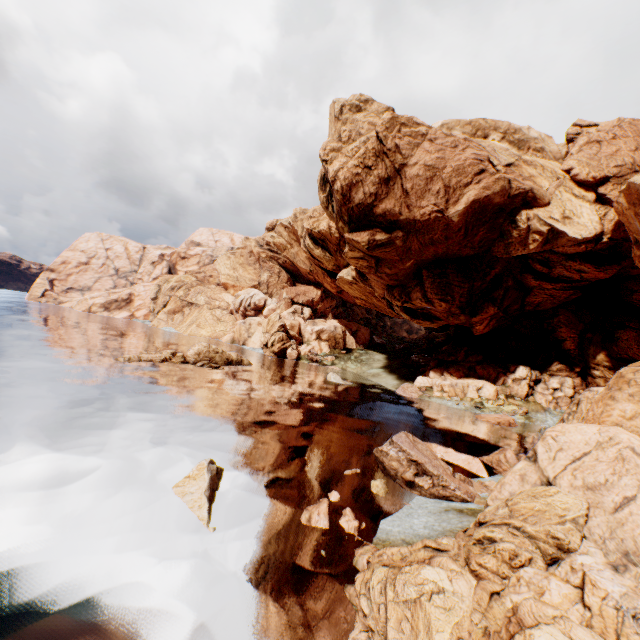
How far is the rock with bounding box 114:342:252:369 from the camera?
36.2m

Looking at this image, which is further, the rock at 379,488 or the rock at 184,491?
the rock at 379,488

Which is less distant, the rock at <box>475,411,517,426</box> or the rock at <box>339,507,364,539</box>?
the rock at <box>339,507,364,539</box>

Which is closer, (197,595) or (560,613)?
(560,613)

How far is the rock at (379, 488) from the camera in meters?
15.3 m

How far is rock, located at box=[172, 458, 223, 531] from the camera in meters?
11.5
